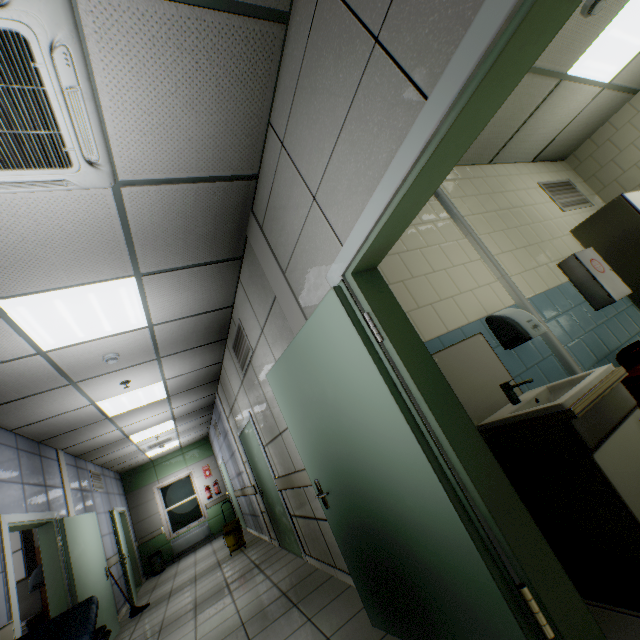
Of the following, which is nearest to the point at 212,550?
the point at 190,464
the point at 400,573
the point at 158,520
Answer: the point at 158,520

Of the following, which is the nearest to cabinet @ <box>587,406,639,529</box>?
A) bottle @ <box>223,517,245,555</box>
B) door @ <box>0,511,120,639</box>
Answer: door @ <box>0,511,120,639</box>

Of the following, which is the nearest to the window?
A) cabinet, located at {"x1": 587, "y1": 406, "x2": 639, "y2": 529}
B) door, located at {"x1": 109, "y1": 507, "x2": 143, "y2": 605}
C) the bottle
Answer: door, located at {"x1": 109, "y1": 507, "x2": 143, "y2": 605}

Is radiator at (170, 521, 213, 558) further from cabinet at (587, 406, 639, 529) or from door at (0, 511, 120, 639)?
cabinet at (587, 406, 639, 529)

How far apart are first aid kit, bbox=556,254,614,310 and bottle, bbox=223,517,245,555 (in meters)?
7.73

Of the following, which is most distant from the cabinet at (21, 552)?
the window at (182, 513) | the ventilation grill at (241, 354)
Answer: the window at (182, 513)

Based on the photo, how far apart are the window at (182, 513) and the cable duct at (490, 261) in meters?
12.4 m

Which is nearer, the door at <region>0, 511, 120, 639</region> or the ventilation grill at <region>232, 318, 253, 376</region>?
the door at <region>0, 511, 120, 639</region>
